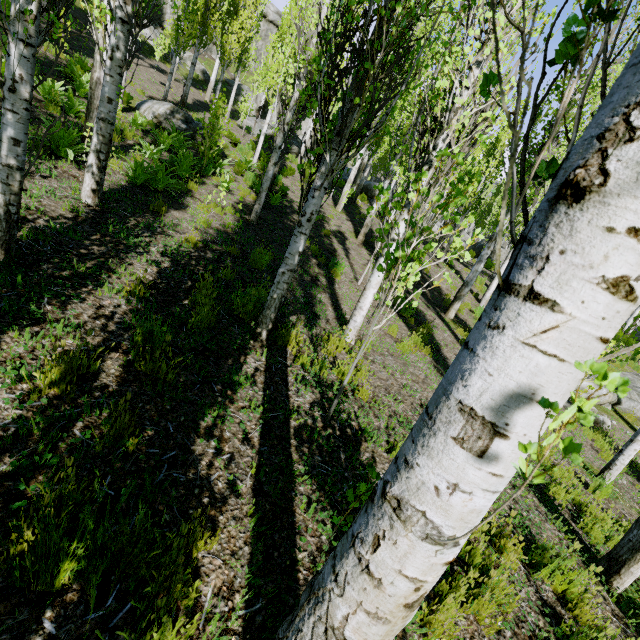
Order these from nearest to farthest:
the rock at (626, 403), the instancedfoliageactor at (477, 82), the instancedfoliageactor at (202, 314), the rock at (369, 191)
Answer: the instancedfoliageactor at (477, 82)
the instancedfoliageactor at (202, 314)
the rock at (626, 403)
the rock at (369, 191)

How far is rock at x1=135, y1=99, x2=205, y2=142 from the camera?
12.32m

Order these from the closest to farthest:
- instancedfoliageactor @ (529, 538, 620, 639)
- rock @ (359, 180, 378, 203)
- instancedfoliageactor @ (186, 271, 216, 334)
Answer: instancedfoliageactor @ (529, 538, 620, 639) < instancedfoliageactor @ (186, 271, 216, 334) < rock @ (359, 180, 378, 203)

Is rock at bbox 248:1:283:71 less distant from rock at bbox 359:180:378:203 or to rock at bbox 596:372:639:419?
rock at bbox 359:180:378:203

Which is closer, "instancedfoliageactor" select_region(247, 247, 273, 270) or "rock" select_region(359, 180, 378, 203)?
"instancedfoliageactor" select_region(247, 247, 273, 270)

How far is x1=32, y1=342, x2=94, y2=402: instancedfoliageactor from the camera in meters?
2.2 m

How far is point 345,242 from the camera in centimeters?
1241cm

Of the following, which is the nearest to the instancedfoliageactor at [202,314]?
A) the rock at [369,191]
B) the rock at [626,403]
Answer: the rock at [369,191]
